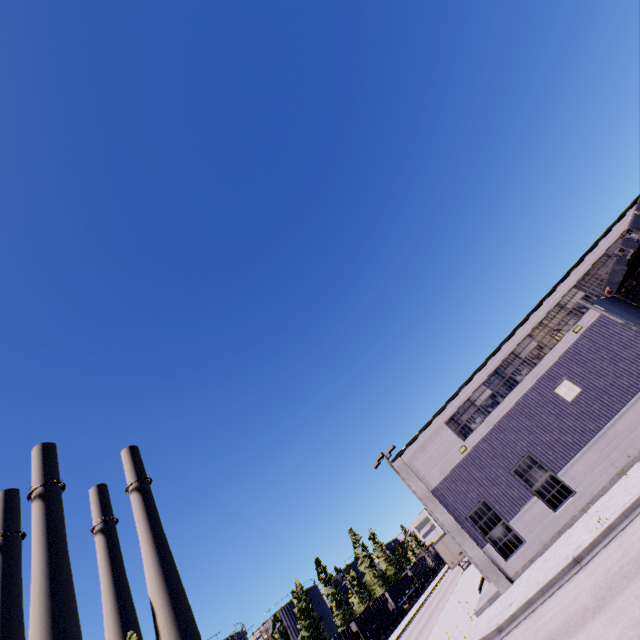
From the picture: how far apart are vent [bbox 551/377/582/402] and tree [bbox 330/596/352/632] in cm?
6364

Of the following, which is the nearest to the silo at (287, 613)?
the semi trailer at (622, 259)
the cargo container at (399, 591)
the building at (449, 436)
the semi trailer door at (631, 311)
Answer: the cargo container at (399, 591)

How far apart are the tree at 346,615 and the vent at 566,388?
63.64m

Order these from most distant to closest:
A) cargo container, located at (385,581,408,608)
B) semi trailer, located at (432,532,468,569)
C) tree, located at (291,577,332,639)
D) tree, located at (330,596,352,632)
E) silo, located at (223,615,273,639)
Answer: tree, located at (330,596,352,632) < cargo container, located at (385,581,408,608) < tree, located at (291,577,332,639) < silo, located at (223,615,273,639) < semi trailer, located at (432,532,468,569)

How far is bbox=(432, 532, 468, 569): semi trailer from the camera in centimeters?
3559cm

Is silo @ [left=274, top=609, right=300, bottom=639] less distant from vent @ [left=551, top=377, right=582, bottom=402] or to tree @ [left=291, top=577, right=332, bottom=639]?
tree @ [left=291, top=577, right=332, bottom=639]

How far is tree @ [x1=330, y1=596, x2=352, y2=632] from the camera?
57.3 meters

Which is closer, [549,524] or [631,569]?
[631,569]
